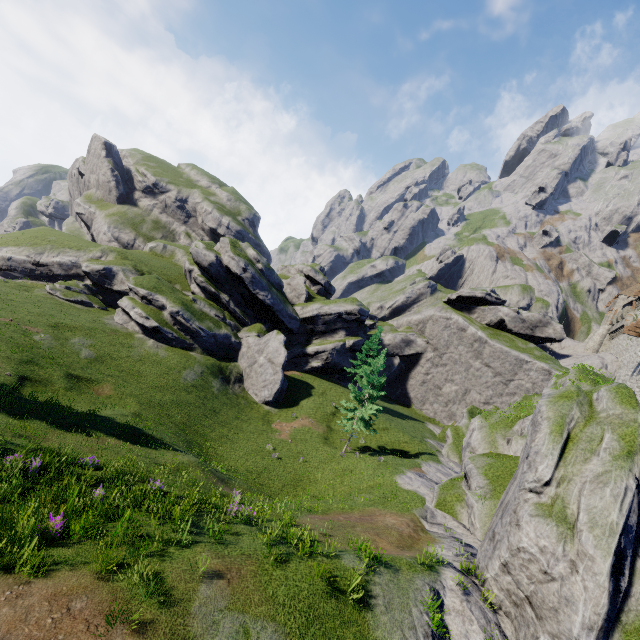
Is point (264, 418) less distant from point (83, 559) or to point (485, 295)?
point (83, 559)

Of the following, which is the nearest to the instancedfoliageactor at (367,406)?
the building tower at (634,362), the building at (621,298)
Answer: the building tower at (634,362)

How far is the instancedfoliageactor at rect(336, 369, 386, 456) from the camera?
30.1 meters

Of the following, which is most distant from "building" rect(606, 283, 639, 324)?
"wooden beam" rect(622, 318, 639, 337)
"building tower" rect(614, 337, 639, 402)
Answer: "wooden beam" rect(622, 318, 639, 337)

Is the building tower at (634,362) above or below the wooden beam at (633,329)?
below

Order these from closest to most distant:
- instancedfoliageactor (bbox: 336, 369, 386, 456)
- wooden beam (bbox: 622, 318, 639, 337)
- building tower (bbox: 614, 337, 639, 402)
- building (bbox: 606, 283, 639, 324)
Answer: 1. wooden beam (bbox: 622, 318, 639, 337)
2. building tower (bbox: 614, 337, 639, 402)
3. instancedfoliageactor (bbox: 336, 369, 386, 456)
4. building (bbox: 606, 283, 639, 324)

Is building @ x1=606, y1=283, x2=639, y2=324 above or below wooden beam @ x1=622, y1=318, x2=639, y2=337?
above

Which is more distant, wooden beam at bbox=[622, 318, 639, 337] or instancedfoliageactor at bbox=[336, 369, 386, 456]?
instancedfoliageactor at bbox=[336, 369, 386, 456]
